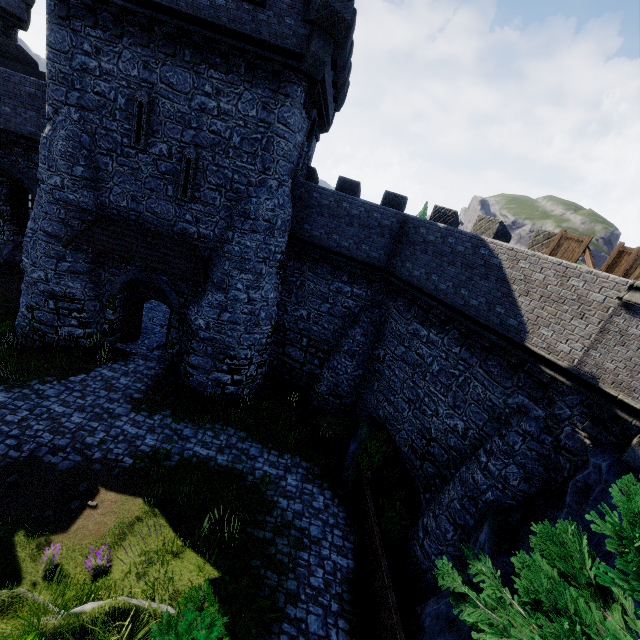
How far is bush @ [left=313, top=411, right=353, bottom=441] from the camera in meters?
15.0

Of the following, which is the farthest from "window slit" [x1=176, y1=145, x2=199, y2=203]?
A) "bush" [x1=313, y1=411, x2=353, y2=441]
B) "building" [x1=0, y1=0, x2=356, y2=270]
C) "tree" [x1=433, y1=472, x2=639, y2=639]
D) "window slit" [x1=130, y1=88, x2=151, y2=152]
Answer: "tree" [x1=433, y1=472, x2=639, y2=639]

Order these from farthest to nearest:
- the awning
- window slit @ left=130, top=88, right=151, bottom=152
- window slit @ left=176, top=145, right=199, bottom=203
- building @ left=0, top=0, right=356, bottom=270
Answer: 1. the awning
2. window slit @ left=176, top=145, right=199, bottom=203
3. window slit @ left=130, top=88, right=151, bottom=152
4. building @ left=0, top=0, right=356, bottom=270

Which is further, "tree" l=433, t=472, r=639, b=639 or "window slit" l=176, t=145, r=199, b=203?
"window slit" l=176, t=145, r=199, b=203

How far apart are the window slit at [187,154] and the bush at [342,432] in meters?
11.1

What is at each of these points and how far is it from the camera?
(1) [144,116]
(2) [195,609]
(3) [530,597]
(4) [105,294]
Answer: (1) window slit, 12.7m
(2) bush, 6.6m
(3) tree, 4.0m
(4) building, 15.6m

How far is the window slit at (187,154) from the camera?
13.08m

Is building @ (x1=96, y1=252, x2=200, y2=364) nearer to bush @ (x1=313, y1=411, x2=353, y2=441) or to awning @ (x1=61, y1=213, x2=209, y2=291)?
awning @ (x1=61, y1=213, x2=209, y2=291)
